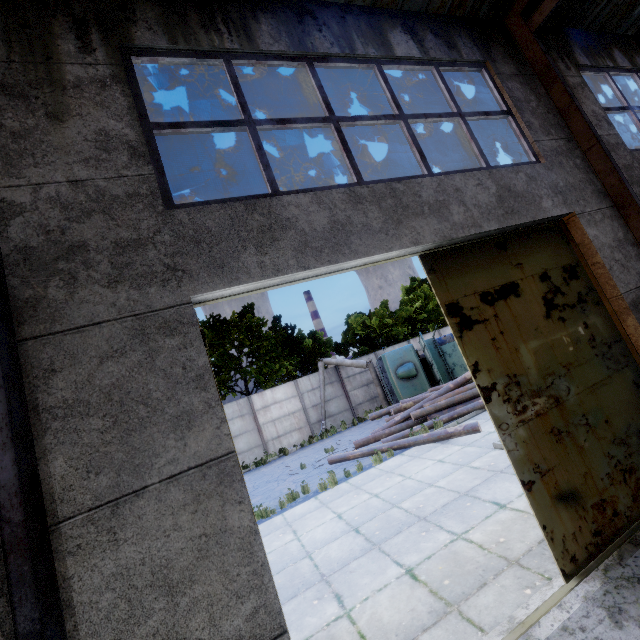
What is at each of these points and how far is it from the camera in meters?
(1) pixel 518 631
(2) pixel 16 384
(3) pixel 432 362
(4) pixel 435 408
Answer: (1) door frame, 3.0 m
(2) roof support, 2.3 m
(3) truck, 16.9 m
(4) log pile, 12.6 m

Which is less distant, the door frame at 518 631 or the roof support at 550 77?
the door frame at 518 631

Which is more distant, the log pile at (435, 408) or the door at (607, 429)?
the log pile at (435, 408)

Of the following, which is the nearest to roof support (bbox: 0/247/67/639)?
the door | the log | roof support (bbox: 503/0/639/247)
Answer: the door

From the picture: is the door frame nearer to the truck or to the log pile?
the log pile

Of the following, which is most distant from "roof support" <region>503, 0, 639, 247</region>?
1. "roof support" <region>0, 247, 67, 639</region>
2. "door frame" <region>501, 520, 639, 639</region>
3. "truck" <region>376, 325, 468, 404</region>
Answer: "truck" <region>376, 325, 468, 404</region>

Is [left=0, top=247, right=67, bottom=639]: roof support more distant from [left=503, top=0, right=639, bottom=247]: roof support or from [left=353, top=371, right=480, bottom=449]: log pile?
[left=353, top=371, right=480, bottom=449]: log pile

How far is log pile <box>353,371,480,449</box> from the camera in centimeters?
1259cm
